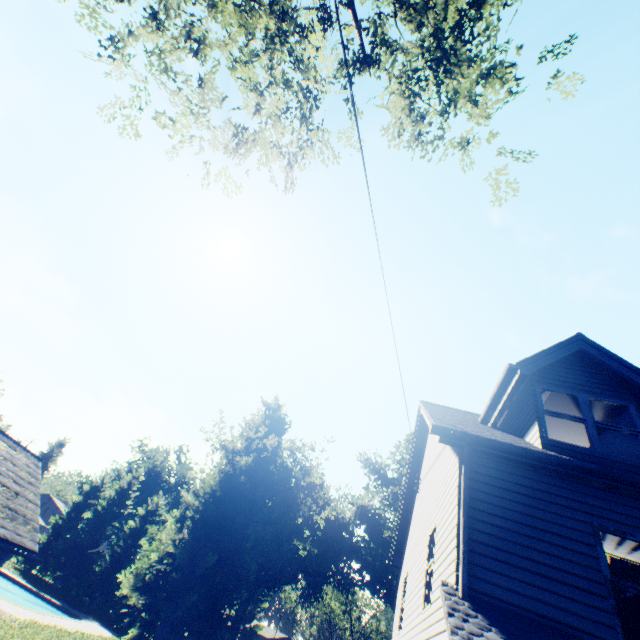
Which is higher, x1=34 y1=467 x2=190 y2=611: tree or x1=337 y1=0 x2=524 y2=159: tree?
x1=337 y1=0 x2=524 y2=159: tree

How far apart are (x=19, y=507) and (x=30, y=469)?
1.75m

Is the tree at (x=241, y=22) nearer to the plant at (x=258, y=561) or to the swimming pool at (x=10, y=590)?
the plant at (x=258, y=561)

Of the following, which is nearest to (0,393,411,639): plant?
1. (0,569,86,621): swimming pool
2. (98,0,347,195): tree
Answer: (98,0,347,195): tree

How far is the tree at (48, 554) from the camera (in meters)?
36.53

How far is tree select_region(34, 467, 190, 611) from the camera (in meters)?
36.53

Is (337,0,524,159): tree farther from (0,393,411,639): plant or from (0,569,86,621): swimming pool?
(0,569,86,621): swimming pool

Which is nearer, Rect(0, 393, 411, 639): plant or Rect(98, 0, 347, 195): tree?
Rect(98, 0, 347, 195): tree
